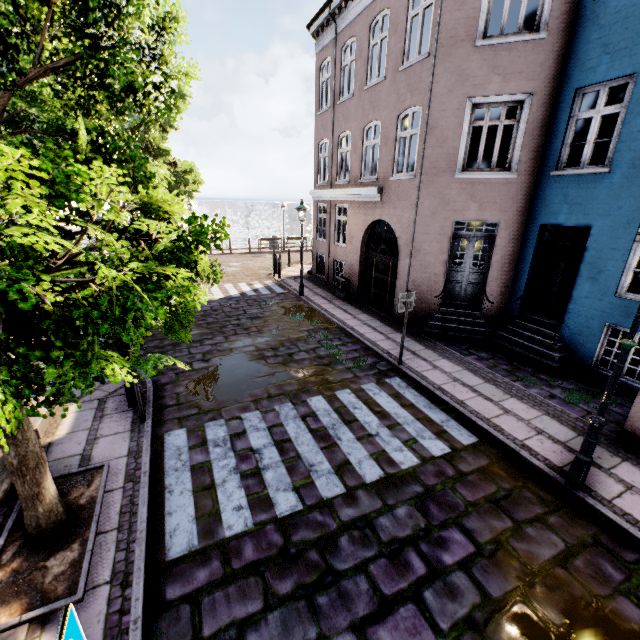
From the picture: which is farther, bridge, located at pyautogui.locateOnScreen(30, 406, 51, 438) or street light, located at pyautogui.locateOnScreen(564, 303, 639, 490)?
bridge, located at pyautogui.locateOnScreen(30, 406, 51, 438)

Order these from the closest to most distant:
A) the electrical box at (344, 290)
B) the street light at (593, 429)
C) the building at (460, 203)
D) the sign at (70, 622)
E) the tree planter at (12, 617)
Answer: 1. the sign at (70, 622)
2. the tree planter at (12, 617)
3. the street light at (593, 429)
4. the building at (460, 203)
5. the electrical box at (344, 290)

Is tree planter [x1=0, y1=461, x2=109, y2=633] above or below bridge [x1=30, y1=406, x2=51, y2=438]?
below

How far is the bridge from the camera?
5.4m

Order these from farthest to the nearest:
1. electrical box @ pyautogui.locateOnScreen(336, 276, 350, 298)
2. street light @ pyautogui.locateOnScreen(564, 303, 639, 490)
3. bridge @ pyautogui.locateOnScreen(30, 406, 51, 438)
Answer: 1. electrical box @ pyautogui.locateOnScreen(336, 276, 350, 298)
2. bridge @ pyautogui.locateOnScreen(30, 406, 51, 438)
3. street light @ pyautogui.locateOnScreen(564, 303, 639, 490)

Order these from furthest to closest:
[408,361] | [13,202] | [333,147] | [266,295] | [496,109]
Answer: [496,109], [266,295], [333,147], [408,361], [13,202]

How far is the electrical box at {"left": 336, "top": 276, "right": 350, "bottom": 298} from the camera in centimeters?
1366cm

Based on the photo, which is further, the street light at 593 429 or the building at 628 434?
the building at 628 434
